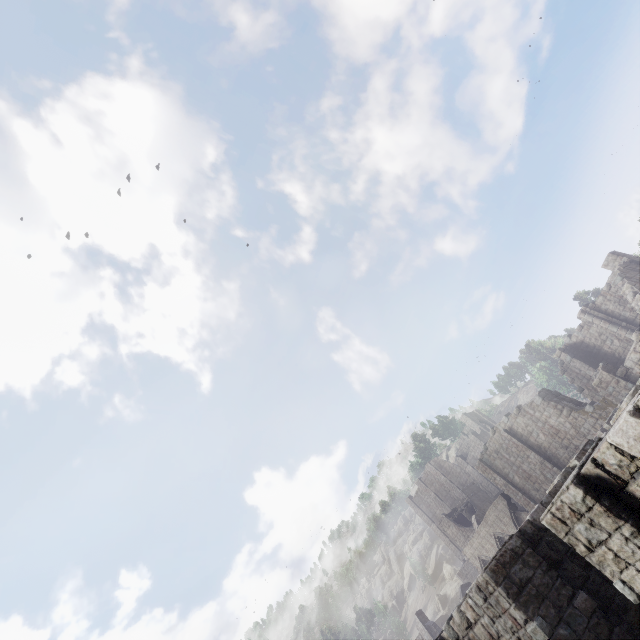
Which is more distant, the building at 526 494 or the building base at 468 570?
the building base at 468 570

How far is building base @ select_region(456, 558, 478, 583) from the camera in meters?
49.8

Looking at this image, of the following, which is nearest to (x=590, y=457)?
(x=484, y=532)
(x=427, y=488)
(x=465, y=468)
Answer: (x=484, y=532)

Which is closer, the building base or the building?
the building

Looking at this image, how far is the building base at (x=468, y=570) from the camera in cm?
4984
